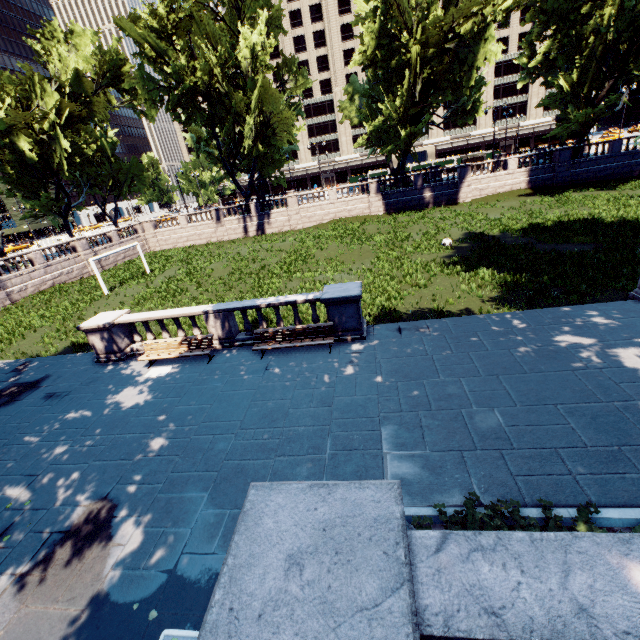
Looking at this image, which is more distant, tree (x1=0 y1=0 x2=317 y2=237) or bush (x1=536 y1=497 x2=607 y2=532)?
tree (x1=0 y1=0 x2=317 y2=237)

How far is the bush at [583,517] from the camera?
4.7 meters

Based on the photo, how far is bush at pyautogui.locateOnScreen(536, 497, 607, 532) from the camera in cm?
473

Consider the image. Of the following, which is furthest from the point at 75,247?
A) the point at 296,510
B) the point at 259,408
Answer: the point at 296,510

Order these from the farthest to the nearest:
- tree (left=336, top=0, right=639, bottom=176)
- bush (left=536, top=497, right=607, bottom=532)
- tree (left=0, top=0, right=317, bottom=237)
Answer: tree (left=0, top=0, right=317, bottom=237) < tree (left=336, top=0, right=639, bottom=176) < bush (left=536, top=497, right=607, bottom=532)

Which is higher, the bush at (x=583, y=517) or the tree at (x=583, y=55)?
the tree at (x=583, y=55)
